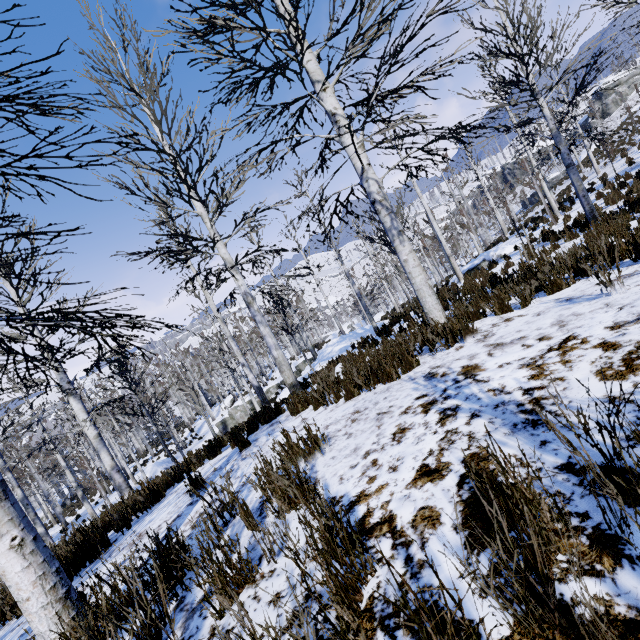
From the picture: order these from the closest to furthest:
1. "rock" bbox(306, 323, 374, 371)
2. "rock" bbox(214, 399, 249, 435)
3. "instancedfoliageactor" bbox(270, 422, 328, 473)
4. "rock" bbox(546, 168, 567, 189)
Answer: "instancedfoliageactor" bbox(270, 422, 328, 473) → "rock" bbox(306, 323, 374, 371) → "rock" bbox(214, 399, 249, 435) → "rock" bbox(546, 168, 567, 189)

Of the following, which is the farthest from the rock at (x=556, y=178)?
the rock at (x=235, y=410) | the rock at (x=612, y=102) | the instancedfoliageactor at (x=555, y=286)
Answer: the instancedfoliageactor at (x=555, y=286)

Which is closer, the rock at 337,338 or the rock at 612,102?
the rock at 337,338

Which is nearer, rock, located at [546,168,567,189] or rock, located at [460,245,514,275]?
rock, located at [460,245,514,275]

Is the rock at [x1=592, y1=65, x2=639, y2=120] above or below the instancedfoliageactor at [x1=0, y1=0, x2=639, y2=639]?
above

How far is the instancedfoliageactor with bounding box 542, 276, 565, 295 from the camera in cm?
459

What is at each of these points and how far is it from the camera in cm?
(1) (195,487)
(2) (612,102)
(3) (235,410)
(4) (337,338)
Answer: (1) instancedfoliageactor, 448
(2) rock, 5341
(3) rock, 2789
(4) rock, 1834

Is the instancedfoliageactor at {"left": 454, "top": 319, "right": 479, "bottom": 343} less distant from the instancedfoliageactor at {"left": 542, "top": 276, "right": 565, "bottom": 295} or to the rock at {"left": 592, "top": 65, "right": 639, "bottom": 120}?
the instancedfoliageactor at {"left": 542, "top": 276, "right": 565, "bottom": 295}
